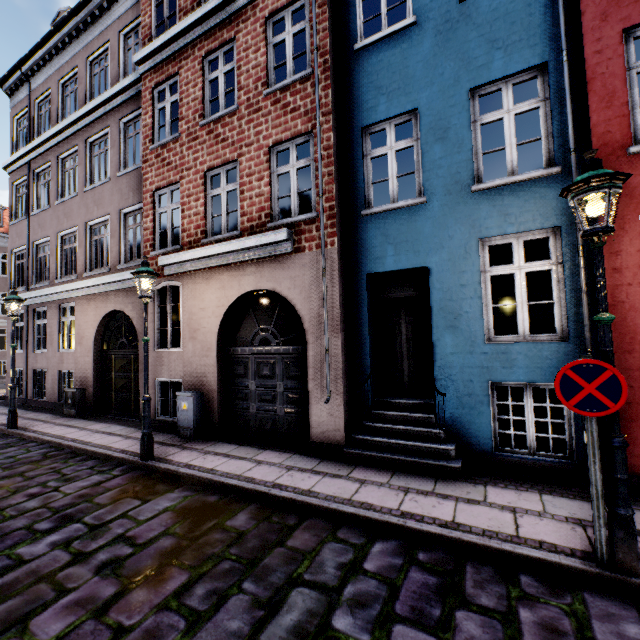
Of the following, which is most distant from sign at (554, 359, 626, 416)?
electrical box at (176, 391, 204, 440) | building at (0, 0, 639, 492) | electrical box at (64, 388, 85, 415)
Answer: electrical box at (64, 388, 85, 415)

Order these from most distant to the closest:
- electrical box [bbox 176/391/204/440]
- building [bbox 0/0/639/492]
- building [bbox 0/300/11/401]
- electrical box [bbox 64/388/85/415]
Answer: building [bbox 0/300/11/401], electrical box [bbox 64/388/85/415], electrical box [bbox 176/391/204/440], building [bbox 0/0/639/492]

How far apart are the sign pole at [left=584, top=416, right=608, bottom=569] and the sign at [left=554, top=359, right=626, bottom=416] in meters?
0.0

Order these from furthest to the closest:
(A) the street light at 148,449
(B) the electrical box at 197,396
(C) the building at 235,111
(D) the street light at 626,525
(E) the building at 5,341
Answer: (E) the building at 5,341 → (B) the electrical box at 197,396 → (A) the street light at 148,449 → (C) the building at 235,111 → (D) the street light at 626,525

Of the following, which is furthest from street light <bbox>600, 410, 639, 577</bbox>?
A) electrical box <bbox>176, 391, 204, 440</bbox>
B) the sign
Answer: electrical box <bbox>176, 391, 204, 440</bbox>

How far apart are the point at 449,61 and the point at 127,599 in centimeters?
881cm

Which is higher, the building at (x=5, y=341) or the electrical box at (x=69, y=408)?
the building at (x=5, y=341)

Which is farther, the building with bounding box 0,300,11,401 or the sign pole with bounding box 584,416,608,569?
the building with bounding box 0,300,11,401
